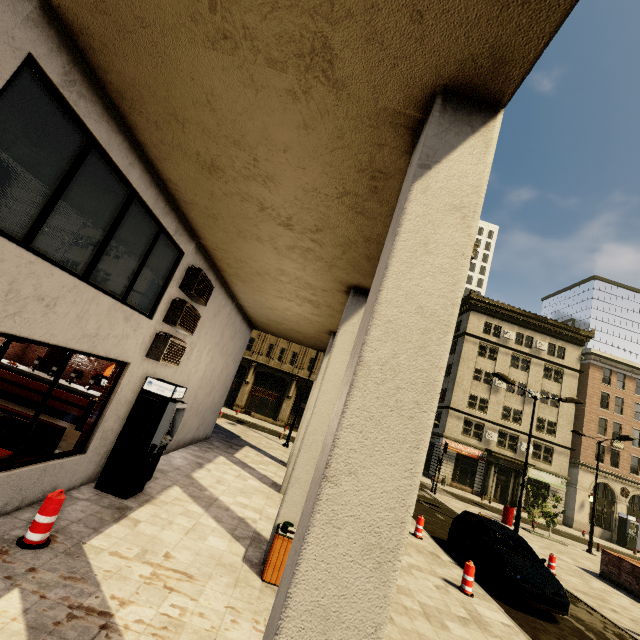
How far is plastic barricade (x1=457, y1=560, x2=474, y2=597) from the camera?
8.01m

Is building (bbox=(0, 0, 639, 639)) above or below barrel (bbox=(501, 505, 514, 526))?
above

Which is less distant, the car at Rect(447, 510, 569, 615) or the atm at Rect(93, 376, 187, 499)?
the atm at Rect(93, 376, 187, 499)

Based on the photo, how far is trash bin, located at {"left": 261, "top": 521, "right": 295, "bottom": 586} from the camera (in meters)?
5.63

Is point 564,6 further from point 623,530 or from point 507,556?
point 623,530

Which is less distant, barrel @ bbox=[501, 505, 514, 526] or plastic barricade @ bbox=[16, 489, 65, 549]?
plastic barricade @ bbox=[16, 489, 65, 549]

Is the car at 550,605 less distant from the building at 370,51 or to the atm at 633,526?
the building at 370,51

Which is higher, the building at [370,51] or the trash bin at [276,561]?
the building at [370,51]
